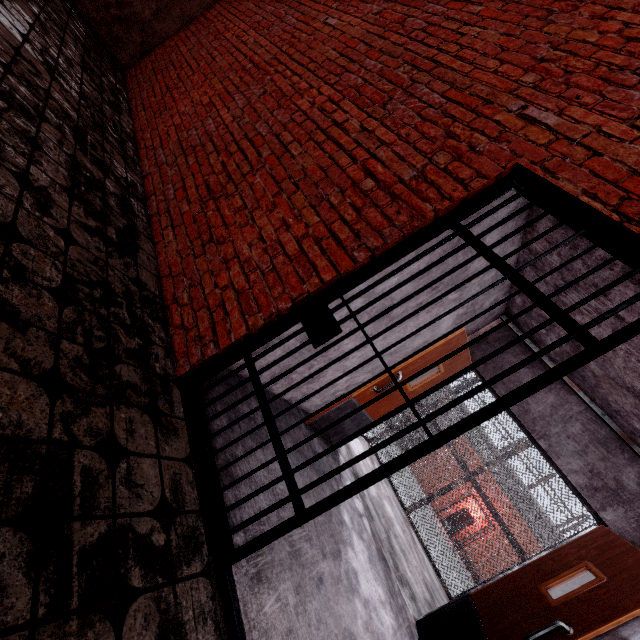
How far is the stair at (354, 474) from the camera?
4.48m

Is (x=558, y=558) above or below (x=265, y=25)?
below

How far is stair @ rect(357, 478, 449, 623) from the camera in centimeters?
386cm

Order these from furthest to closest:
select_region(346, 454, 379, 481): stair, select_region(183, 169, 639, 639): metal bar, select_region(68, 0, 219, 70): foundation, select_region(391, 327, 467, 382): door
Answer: select_region(68, 0, 219, 70): foundation → select_region(346, 454, 379, 481): stair → select_region(391, 327, 467, 382): door → select_region(183, 169, 639, 639): metal bar

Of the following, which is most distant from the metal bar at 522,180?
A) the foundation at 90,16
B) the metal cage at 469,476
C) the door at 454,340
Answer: the foundation at 90,16

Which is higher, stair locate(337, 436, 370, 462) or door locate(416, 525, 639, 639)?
door locate(416, 525, 639, 639)

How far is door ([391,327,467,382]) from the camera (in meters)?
3.73
